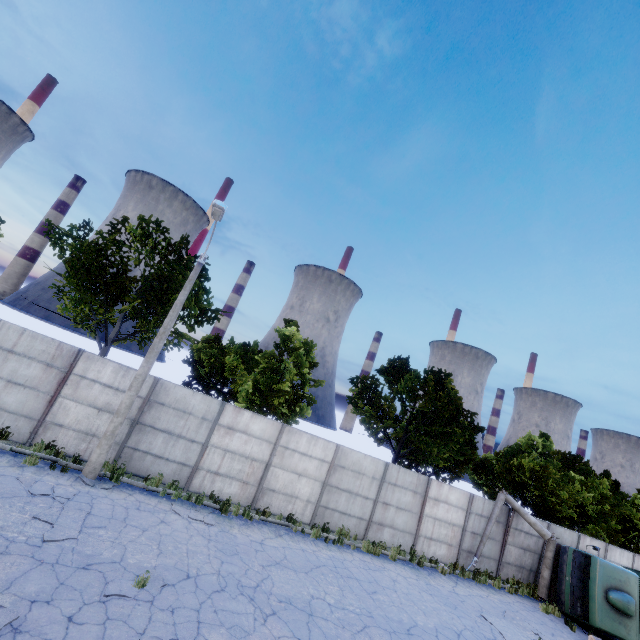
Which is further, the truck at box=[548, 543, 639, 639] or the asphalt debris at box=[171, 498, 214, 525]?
the truck at box=[548, 543, 639, 639]

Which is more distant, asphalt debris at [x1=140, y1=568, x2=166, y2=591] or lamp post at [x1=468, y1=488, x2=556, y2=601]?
lamp post at [x1=468, y1=488, x2=556, y2=601]

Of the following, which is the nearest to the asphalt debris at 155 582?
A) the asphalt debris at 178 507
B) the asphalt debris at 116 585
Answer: the asphalt debris at 116 585

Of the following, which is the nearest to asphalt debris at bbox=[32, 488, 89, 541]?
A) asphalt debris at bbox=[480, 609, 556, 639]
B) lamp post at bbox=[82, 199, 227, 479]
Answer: lamp post at bbox=[82, 199, 227, 479]

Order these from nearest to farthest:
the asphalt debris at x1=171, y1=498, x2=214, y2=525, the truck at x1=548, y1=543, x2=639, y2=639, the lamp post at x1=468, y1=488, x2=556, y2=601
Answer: the asphalt debris at x1=171, y1=498, x2=214, y2=525, the truck at x1=548, y1=543, x2=639, y2=639, the lamp post at x1=468, y1=488, x2=556, y2=601

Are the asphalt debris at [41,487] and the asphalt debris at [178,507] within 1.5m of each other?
no

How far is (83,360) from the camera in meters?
12.3

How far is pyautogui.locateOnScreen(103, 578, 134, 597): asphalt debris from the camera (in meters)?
6.60
